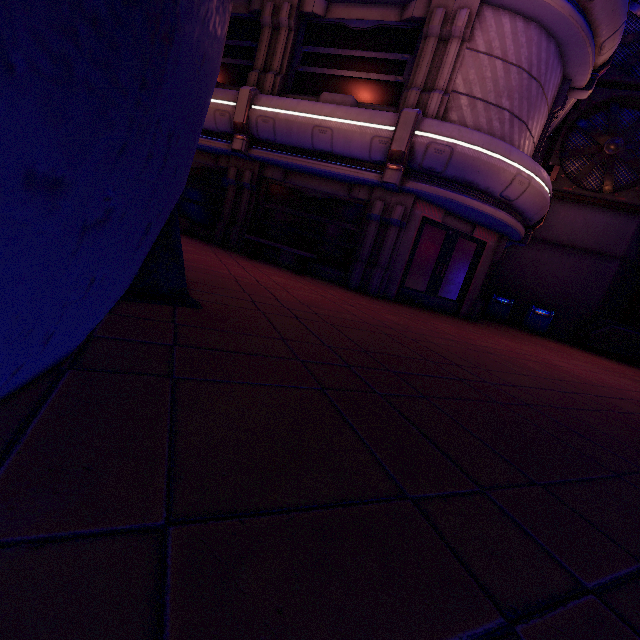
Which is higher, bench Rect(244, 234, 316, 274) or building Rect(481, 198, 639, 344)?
building Rect(481, 198, 639, 344)

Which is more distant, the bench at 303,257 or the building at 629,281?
the building at 629,281

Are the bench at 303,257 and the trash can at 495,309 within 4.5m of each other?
no

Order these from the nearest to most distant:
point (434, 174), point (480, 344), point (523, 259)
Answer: point (480, 344)
point (434, 174)
point (523, 259)

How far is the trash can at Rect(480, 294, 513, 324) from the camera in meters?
14.5 m

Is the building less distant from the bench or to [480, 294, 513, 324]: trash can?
[480, 294, 513, 324]: trash can

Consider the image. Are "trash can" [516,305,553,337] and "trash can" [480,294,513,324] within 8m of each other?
yes

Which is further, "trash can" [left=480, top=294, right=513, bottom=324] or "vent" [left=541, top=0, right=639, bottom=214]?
"trash can" [left=480, top=294, right=513, bottom=324]
